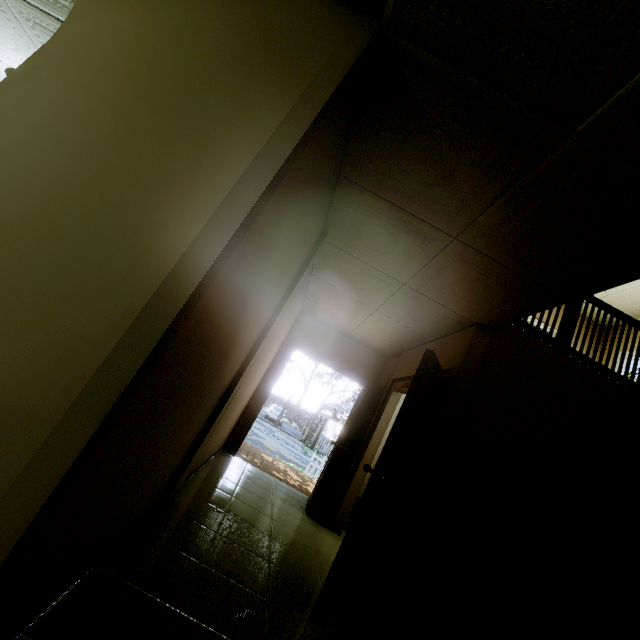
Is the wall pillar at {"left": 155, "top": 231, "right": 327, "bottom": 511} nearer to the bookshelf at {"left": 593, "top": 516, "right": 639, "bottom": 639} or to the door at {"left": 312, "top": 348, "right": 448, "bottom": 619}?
the door at {"left": 312, "top": 348, "right": 448, "bottom": 619}

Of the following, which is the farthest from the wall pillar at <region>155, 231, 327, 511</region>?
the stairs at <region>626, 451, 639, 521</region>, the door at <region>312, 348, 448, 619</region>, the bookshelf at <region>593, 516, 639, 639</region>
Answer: the bookshelf at <region>593, 516, 639, 639</region>

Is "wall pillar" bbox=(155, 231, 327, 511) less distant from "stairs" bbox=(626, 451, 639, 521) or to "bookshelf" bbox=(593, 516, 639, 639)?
"stairs" bbox=(626, 451, 639, 521)

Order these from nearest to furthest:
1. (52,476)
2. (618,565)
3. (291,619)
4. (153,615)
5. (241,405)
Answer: (52,476) → (153,615) → (291,619) → (618,565) → (241,405)

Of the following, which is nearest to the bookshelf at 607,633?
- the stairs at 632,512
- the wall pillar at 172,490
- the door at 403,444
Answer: the stairs at 632,512

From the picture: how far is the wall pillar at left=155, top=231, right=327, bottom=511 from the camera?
2.55m

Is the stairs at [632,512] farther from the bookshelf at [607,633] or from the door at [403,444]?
the door at [403,444]

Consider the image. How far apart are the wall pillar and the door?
1.3m
